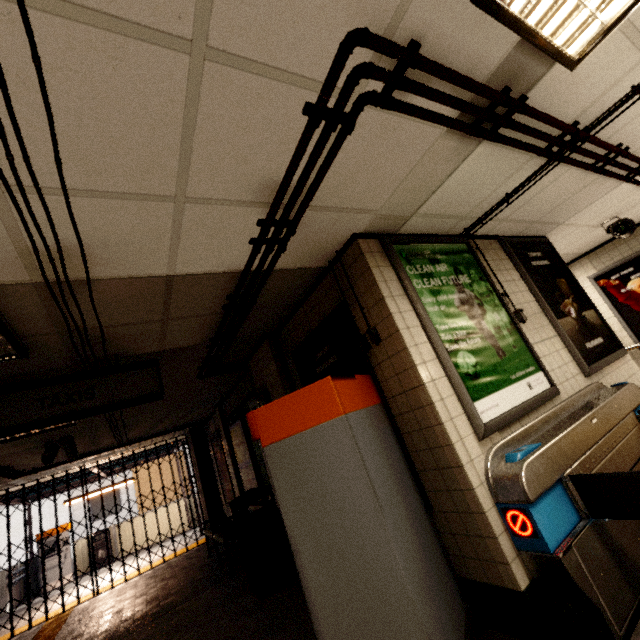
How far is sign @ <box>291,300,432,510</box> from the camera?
2.6m

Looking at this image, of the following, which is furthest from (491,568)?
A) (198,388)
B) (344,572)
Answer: (198,388)

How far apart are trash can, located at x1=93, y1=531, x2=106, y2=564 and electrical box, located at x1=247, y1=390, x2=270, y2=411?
12.33m

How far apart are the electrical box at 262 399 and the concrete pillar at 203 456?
5.6 meters

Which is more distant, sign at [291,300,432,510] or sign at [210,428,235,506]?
sign at [210,428,235,506]

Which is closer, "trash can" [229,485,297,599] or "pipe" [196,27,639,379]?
"pipe" [196,27,639,379]

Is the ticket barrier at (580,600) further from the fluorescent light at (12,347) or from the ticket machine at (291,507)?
the fluorescent light at (12,347)

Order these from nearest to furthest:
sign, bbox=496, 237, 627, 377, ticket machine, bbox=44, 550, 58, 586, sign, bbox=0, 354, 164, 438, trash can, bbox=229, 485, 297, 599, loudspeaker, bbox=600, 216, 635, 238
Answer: sign, bbox=0, 354, 164, 438, sign, bbox=496, 237, 627, 377, trash can, bbox=229, 485, 297, 599, loudspeaker, bbox=600, 216, 635, 238, ticket machine, bbox=44, 550, 58, 586
